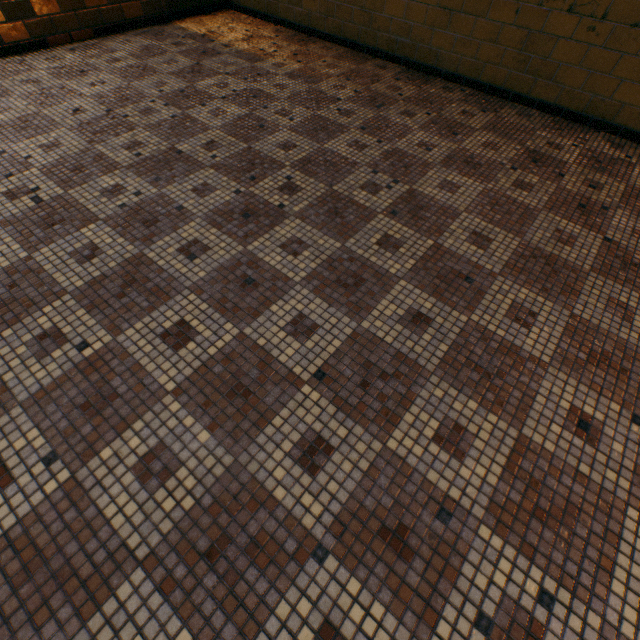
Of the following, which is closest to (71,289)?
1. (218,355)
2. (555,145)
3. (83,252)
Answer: (83,252)
